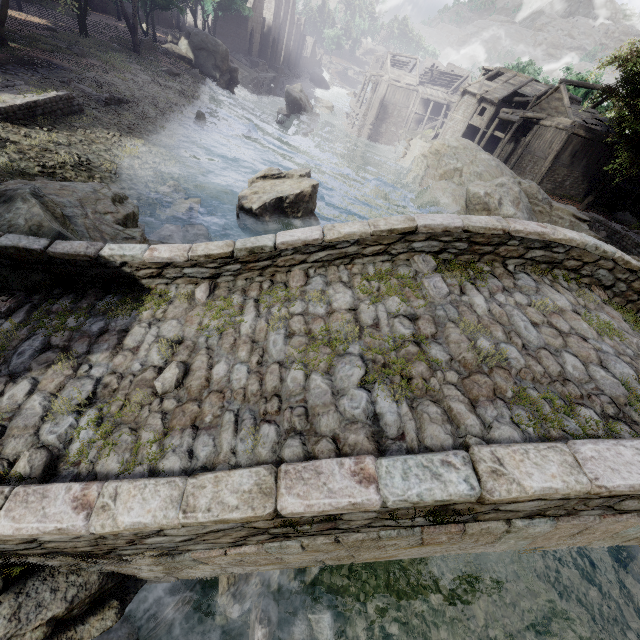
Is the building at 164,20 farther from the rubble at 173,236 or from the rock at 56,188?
the rubble at 173,236

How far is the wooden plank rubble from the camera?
53.5m

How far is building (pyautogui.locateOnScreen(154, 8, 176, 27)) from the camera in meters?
50.0

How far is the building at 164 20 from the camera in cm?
4997

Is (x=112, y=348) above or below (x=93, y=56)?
above

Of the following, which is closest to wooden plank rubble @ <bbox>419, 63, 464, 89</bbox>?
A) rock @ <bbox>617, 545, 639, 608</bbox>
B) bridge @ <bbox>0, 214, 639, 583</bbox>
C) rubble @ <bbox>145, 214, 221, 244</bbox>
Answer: rock @ <bbox>617, 545, 639, 608</bbox>

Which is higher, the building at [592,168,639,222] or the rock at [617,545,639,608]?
the building at [592,168,639,222]
